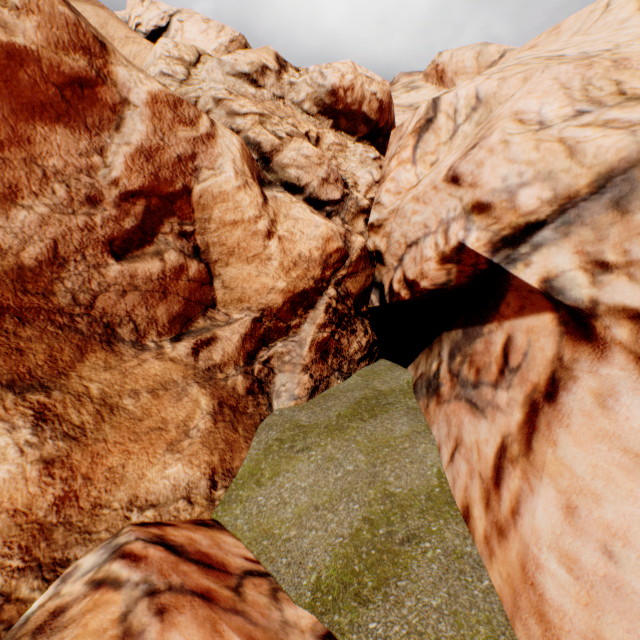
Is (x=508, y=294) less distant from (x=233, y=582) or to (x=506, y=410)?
(x=506, y=410)
